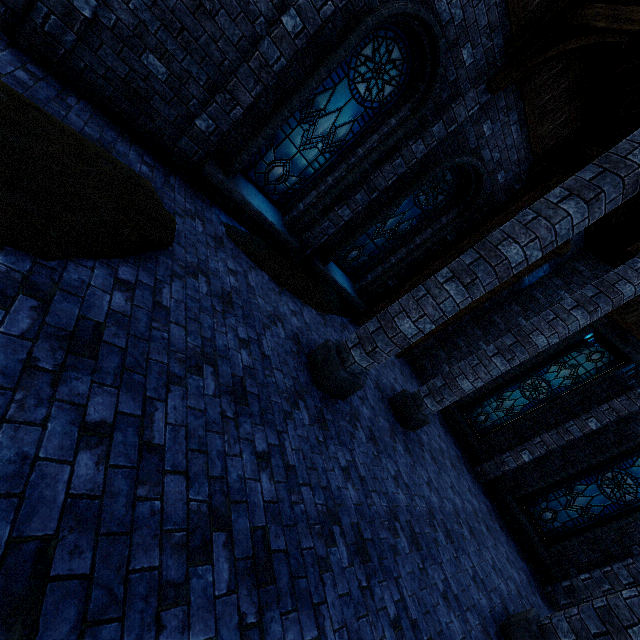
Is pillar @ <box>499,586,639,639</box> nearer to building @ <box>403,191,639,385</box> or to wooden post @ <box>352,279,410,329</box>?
building @ <box>403,191,639,385</box>

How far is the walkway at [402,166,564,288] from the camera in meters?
7.8

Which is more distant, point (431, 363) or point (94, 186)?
point (431, 363)

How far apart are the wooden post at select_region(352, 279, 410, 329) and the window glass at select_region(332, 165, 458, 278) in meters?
0.8 m

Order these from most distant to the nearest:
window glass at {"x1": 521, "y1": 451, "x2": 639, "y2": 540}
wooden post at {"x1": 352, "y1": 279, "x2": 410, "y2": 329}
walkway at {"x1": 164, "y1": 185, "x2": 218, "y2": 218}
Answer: wooden post at {"x1": 352, "y1": 279, "x2": 410, "y2": 329} → window glass at {"x1": 521, "y1": 451, "x2": 639, "y2": 540} → walkway at {"x1": 164, "y1": 185, "x2": 218, "y2": 218}

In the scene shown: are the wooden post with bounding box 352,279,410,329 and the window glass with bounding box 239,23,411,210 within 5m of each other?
yes

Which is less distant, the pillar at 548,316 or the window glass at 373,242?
the pillar at 548,316

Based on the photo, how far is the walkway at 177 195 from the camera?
5.0m
